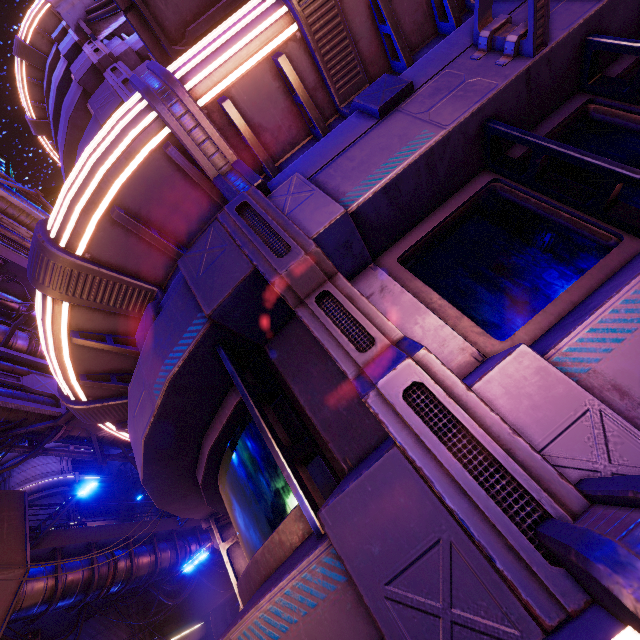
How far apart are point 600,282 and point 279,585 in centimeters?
279cm

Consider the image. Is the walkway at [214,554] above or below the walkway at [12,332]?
below

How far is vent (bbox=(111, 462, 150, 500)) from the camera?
33.9 meters

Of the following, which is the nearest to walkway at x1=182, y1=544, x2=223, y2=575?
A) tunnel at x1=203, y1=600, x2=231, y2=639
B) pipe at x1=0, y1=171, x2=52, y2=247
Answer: pipe at x1=0, y1=171, x2=52, y2=247

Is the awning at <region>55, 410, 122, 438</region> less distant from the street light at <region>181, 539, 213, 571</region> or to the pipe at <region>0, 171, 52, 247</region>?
the pipe at <region>0, 171, 52, 247</region>

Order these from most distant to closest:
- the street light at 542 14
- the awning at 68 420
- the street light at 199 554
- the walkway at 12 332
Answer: the walkway at 12 332, the awning at 68 420, the street light at 199 554, the street light at 542 14

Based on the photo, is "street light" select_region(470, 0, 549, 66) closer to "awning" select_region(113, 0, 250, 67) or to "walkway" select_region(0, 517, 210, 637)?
"awning" select_region(113, 0, 250, 67)

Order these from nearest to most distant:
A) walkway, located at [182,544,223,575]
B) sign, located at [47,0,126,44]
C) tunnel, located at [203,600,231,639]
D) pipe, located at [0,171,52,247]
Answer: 1. sign, located at [47,0,126,44]
2. pipe, located at [0,171,52,247]
3. walkway, located at [182,544,223,575]
4. tunnel, located at [203,600,231,639]
